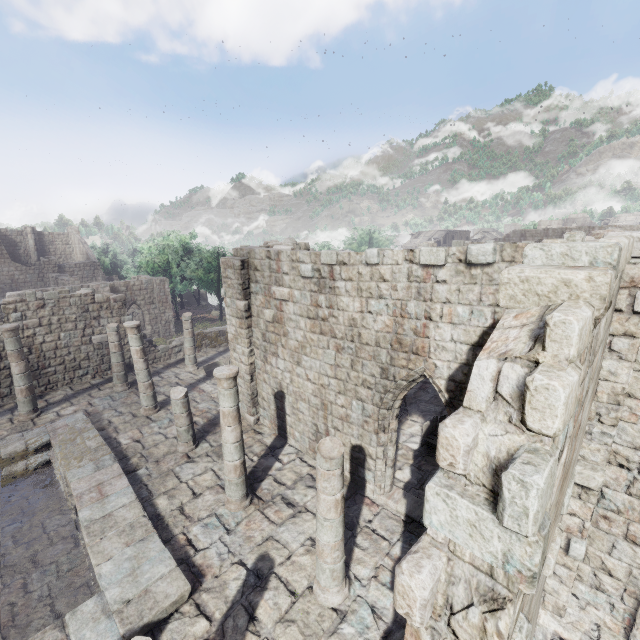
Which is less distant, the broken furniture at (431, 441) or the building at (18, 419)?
the building at (18, 419)

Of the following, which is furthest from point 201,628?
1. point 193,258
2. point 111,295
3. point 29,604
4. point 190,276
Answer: point 190,276

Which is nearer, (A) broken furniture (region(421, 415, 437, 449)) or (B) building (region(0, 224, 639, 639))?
(B) building (region(0, 224, 639, 639))

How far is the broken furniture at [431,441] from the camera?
10.9m

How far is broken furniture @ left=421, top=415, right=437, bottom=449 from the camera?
10.9m
